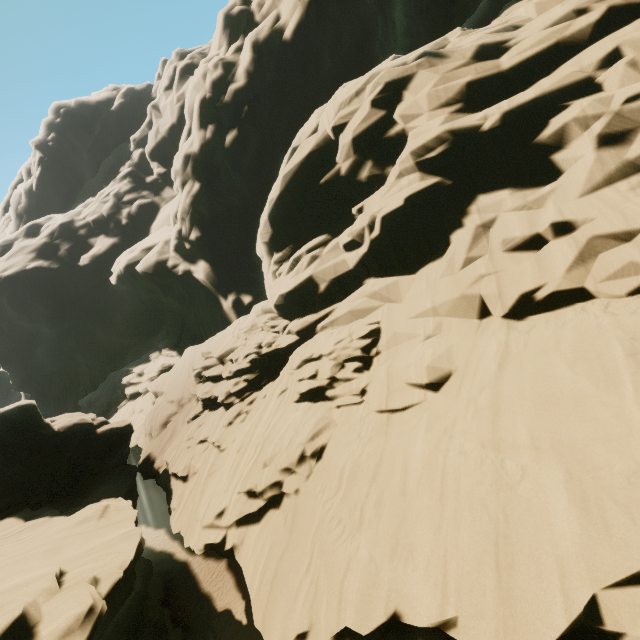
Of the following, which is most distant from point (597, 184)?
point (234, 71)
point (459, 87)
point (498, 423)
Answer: point (234, 71)
